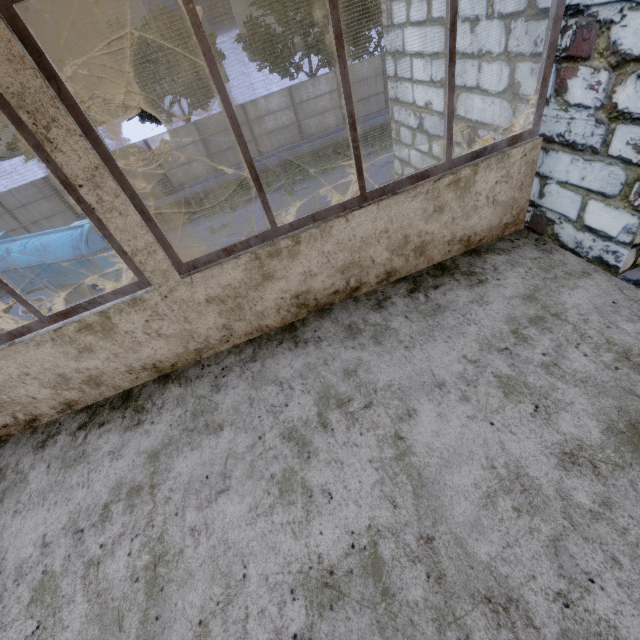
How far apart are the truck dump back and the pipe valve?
5.15m

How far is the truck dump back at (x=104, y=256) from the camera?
12.6m

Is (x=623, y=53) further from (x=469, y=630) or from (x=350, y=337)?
(x=469, y=630)

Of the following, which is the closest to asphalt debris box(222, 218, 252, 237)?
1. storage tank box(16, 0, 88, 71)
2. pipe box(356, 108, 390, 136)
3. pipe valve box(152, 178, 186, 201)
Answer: pipe box(356, 108, 390, 136)

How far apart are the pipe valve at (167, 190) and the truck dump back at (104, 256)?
5.2m

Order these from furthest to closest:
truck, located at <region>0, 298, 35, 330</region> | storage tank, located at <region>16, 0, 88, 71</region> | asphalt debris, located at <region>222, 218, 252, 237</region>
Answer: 1. storage tank, located at <region>16, 0, 88, 71</region>
2. asphalt debris, located at <region>222, 218, 252, 237</region>
3. truck, located at <region>0, 298, 35, 330</region>

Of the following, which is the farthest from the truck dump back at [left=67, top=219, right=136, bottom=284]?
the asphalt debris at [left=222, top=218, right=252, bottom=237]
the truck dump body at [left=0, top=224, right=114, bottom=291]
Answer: the asphalt debris at [left=222, top=218, right=252, bottom=237]

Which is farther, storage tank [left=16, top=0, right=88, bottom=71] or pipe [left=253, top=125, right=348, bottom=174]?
storage tank [left=16, top=0, right=88, bottom=71]
